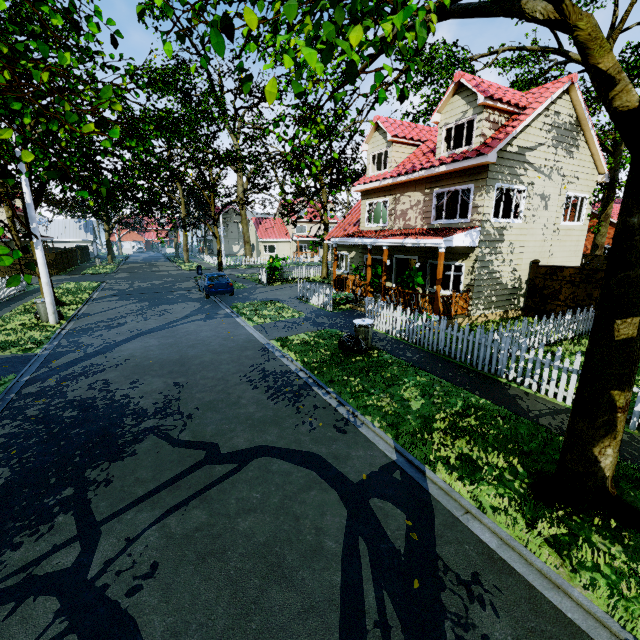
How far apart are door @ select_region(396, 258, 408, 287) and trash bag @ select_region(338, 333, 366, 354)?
6.96m

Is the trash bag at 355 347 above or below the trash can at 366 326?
below

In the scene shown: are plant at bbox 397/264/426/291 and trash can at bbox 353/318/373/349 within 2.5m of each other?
no

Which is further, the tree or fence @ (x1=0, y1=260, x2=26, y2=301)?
fence @ (x1=0, y1=260, x2=26, y2=301)

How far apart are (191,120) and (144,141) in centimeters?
711cm

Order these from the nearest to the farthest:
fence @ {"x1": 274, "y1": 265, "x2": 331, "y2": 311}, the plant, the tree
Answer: the tree, the plant, fence @ {"x1": 274, "y1": 265, "x2": 331, "y2": 311}

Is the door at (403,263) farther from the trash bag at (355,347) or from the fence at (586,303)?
the trash bag at (355,347)

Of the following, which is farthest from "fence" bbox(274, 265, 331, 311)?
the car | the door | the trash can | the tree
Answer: the door
